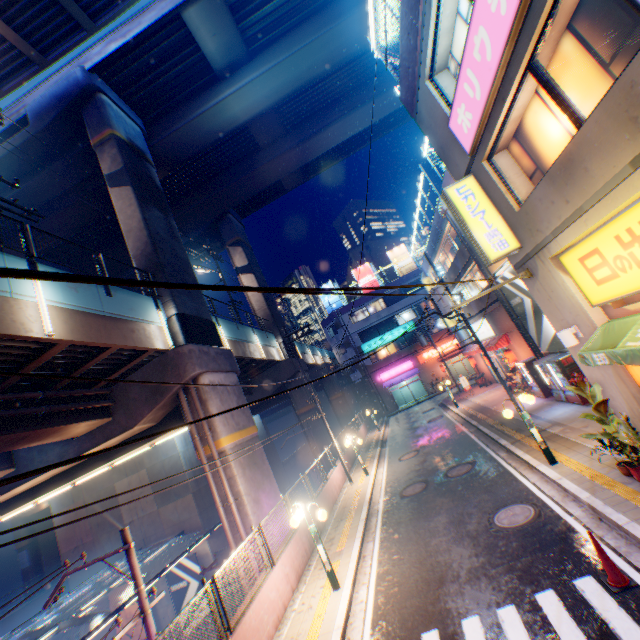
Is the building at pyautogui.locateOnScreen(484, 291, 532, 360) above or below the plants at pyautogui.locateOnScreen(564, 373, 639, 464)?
above

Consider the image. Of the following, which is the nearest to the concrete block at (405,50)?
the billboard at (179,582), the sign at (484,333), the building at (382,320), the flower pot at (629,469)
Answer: the flower pot at (629,469)

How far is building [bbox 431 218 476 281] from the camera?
20.4 meters

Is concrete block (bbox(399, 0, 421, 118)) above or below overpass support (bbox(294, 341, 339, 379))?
above

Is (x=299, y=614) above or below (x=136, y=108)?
below

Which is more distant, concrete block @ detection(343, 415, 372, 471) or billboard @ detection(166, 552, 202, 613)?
concrete block @ detection(343, 415, 372, 471)

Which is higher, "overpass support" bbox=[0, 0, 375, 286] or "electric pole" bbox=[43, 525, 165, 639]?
"overpass support" bbox=[0, 0, 375, 286]

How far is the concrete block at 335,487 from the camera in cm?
1323
